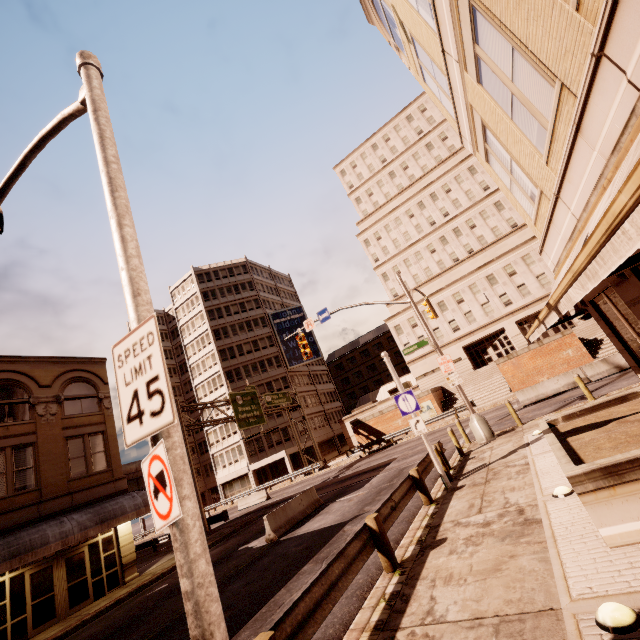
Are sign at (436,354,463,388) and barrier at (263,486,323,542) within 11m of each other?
yes

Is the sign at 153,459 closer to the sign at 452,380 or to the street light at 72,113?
the street light at 72,113

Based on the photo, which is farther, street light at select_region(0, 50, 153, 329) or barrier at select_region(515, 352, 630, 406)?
barrier at select_region(515, 352, 630, 406)

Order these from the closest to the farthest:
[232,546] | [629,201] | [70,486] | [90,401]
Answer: [629,201]
[232,546]
[70,486]
[90,401]

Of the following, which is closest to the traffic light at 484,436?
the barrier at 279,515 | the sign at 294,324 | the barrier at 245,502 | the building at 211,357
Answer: the barrier at 279,515

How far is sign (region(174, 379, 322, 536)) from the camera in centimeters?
2453cm

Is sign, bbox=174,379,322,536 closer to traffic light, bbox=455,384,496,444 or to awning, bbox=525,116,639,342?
traffic light, bbox=455,384,496,444

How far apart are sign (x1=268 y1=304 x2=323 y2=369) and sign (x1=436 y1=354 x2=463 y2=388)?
38.8 meters
